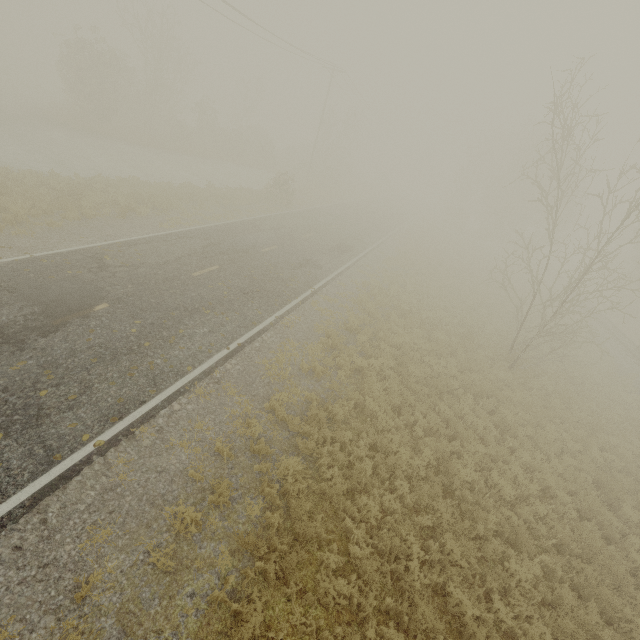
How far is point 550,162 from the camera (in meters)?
35.78
